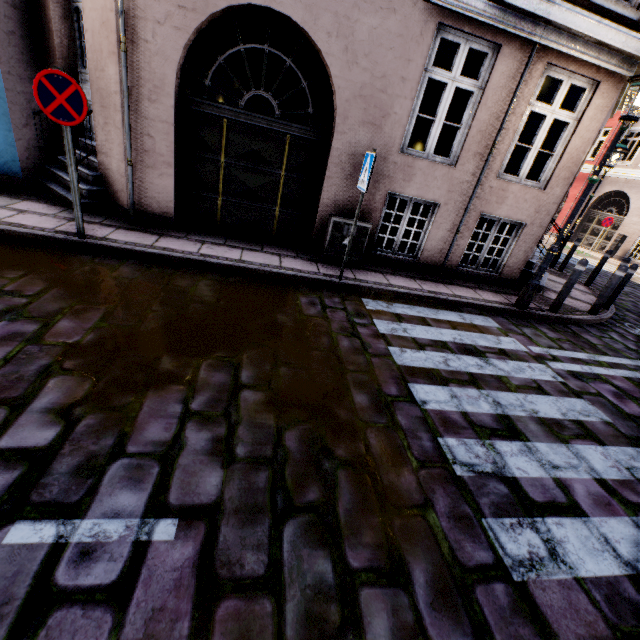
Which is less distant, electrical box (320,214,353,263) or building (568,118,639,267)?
electrical box (320,214,353,263)

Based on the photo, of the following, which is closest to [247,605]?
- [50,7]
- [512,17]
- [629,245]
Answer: [512,17]

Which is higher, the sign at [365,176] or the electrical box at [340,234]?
the sign at [365,176]

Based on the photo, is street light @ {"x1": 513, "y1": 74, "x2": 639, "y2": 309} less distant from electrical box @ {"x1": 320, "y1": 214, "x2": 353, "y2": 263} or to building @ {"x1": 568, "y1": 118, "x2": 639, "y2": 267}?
building @ {"x1": 568, "y1": 118, "x2": 639, "y2": 267}

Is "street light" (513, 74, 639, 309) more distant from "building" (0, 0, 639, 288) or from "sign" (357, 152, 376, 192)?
"sign" (357, 152, 376, 192)

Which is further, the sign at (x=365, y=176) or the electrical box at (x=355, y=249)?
the electrical box at (x=355, y=249)

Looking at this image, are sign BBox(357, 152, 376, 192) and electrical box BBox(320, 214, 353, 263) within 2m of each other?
yes

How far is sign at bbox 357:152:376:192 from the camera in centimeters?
431cm
